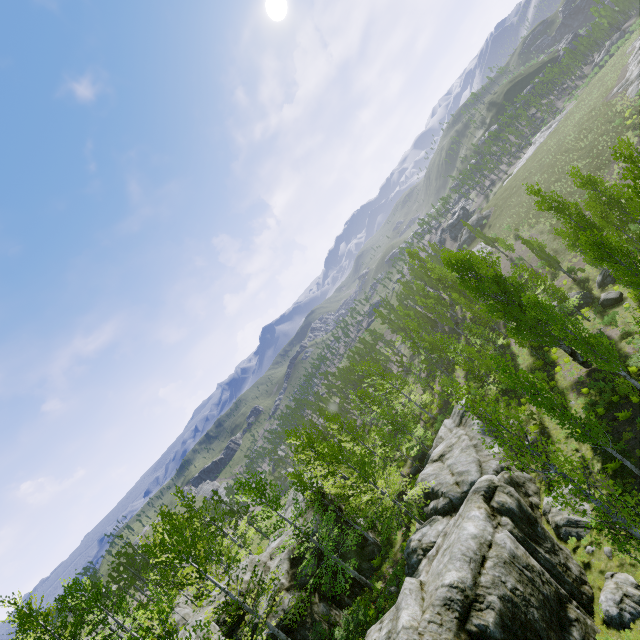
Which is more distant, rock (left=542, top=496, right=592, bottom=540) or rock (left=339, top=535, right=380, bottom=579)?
rock (left=339, top=535, right=380, bottom=579)

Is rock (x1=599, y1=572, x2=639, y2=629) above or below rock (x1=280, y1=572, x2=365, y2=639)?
below

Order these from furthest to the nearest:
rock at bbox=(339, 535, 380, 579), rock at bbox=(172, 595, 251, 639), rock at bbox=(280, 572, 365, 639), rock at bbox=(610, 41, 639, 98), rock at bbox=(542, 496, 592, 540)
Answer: rock at bbox=(610, 41, 639, 98), rock at bbox=(339, 535, 380, 579), rock at bbox=(280, 572, 365, 639), rock at bbox=(172, 595, 251, 639), rock at bbox=(542, 496, 592, 540)

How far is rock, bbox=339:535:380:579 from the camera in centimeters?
2336cm

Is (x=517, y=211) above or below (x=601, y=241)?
below

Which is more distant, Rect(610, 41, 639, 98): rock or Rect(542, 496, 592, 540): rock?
Rect(610, 41, 639, 98): rock

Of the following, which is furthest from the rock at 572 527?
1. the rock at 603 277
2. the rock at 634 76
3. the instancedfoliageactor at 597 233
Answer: the rock at 634 76

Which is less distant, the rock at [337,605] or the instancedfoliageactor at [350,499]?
the instancedfoliageactor at [350,499]
